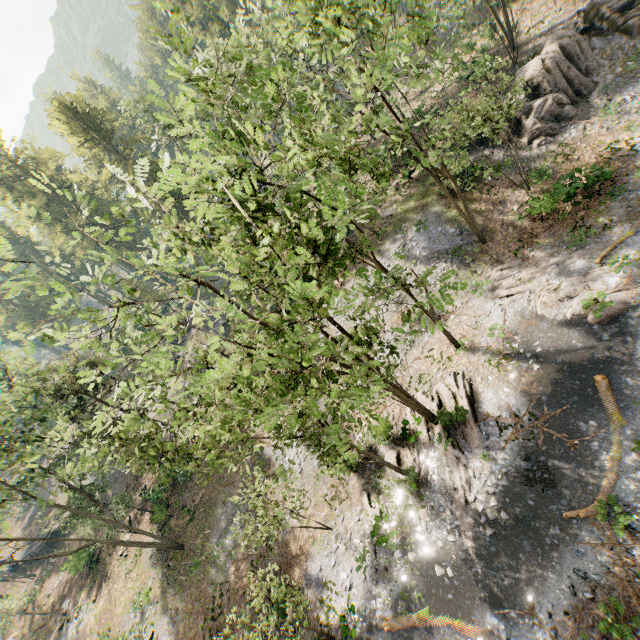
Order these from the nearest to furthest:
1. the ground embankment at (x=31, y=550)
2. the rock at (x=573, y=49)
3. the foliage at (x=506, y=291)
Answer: the foliage at (x=506, y=291), the rock at (x=573, y=49), the ground embankment at (x=31, y=550)

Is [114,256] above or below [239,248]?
above

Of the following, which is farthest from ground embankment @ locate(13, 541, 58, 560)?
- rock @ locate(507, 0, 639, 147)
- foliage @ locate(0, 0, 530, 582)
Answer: rock @ locate(507, 0, 639, 147)

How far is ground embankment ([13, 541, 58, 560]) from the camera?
42.0 meters

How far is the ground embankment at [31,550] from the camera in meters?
42.0 m

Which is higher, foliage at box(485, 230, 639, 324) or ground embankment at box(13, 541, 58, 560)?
ground embankment at box(13, 541, 58, 560)

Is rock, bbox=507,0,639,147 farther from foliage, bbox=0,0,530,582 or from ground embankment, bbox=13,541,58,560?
ground embankment, bbox=13,541,58,560
